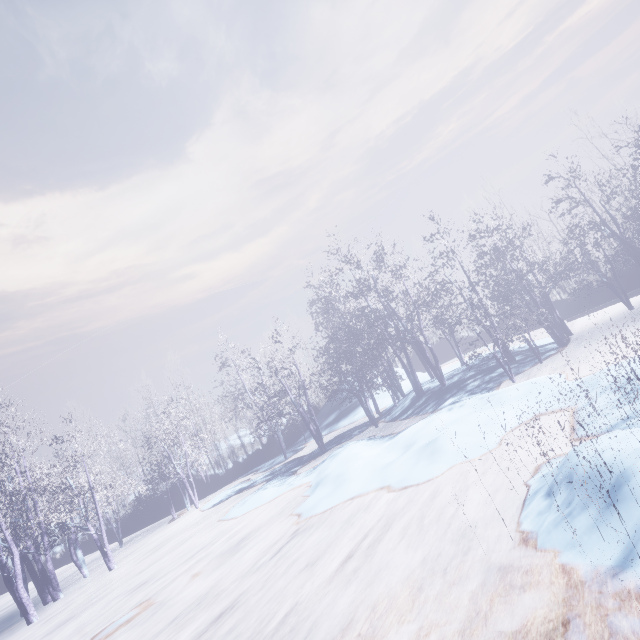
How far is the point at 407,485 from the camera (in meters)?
6.93
